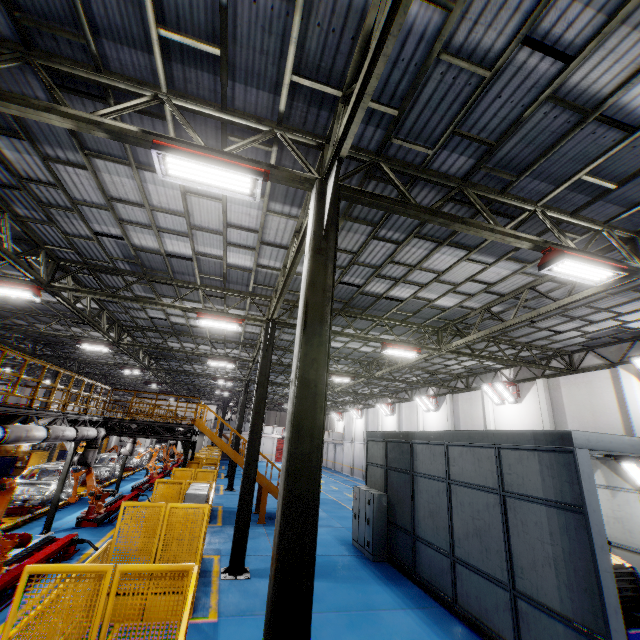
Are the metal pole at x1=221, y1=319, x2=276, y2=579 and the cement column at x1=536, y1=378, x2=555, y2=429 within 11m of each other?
no

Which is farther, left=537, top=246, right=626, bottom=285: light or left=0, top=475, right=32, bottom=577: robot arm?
left=0, top=475, right=32, bottom=577: robot arm

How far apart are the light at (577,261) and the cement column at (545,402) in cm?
1228

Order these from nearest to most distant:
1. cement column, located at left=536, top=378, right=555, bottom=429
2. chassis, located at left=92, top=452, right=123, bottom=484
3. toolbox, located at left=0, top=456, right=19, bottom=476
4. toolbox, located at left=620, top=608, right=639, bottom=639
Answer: toolbox, located at left=620, top=608, right=639, bottom=639
cement column, located at left=536, top=378, right=555, bottom=429
chassis, located at left=92, top=452, right=123, bottom=484
toolbox, located at left=0, top=456, right=19, bottom=476

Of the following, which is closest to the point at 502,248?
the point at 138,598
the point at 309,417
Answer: the point at 309,417

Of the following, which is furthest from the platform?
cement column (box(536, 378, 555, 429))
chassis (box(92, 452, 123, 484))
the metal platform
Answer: cement column (box(536, 378, 555, 429))

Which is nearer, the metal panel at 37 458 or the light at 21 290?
the light at 21 290

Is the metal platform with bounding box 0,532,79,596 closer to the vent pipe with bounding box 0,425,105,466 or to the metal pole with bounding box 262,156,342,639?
the vent pipe with bounding box 0,425,105,466
